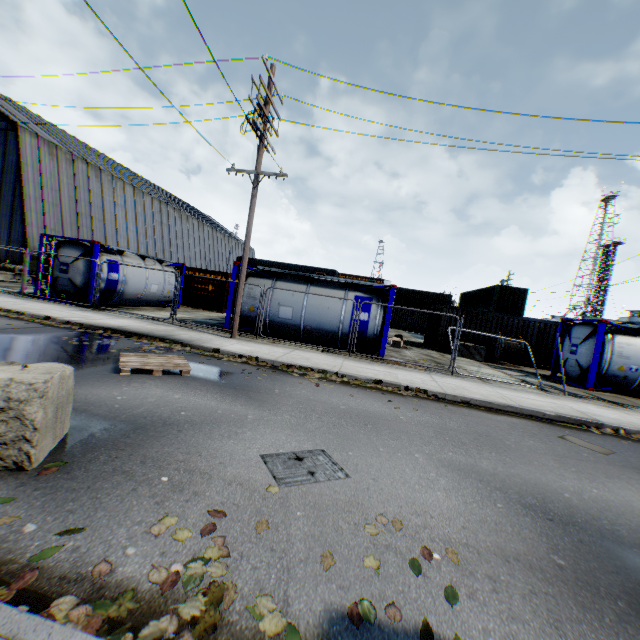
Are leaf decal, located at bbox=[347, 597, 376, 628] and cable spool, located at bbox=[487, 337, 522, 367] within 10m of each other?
no

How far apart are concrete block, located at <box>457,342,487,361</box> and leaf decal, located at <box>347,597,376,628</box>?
18.71m

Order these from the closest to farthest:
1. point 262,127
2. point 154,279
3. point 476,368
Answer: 1. point 262,127
2. point 476,368
3. point 154,279

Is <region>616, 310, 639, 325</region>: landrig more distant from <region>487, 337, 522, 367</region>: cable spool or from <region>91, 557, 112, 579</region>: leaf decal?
<region>91, 557, 112, 579</region>: leaf decal

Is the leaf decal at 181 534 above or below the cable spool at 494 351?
below

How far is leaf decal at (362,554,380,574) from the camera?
2.52m

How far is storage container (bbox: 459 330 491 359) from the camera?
19.9m

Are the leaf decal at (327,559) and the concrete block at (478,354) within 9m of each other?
no
